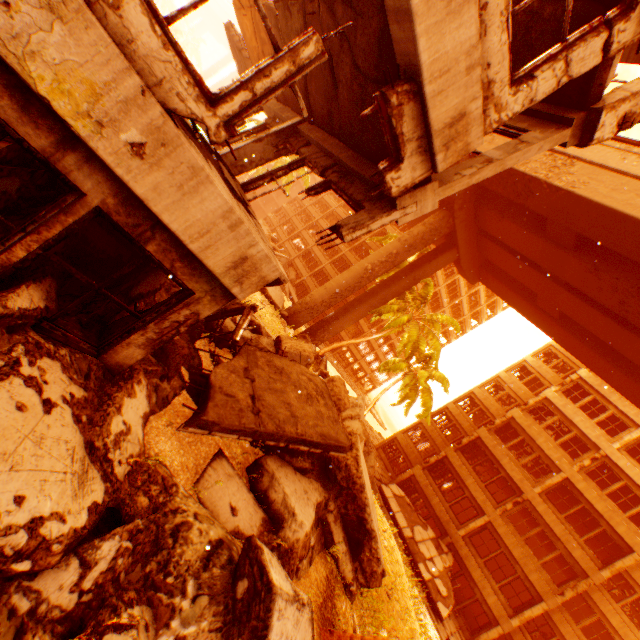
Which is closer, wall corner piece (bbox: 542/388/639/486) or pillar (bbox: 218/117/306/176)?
pillar (bbox: 218/117/306/176)

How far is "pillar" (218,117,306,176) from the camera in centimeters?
784cm

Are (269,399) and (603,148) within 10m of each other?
no

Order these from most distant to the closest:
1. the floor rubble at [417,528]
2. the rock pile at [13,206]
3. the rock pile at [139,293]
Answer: the floor rubble at [417,528] → the rock pile at [139,293] → the rock pile at [13,206]

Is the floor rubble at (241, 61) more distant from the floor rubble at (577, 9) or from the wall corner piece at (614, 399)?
the wall corner piece at (614, 399)

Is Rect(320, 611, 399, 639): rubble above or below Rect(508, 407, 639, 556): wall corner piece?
below

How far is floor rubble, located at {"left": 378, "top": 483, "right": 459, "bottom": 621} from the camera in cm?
1845

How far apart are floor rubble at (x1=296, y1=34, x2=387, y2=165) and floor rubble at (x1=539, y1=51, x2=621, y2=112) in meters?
2.5 m
